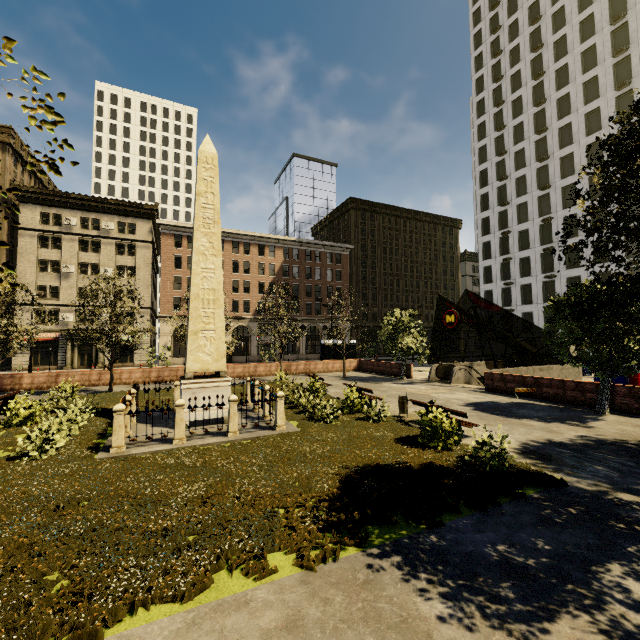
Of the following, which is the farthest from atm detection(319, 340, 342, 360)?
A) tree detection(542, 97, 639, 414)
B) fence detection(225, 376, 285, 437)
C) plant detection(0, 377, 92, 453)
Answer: fence detection(225, 376, 285, 437)

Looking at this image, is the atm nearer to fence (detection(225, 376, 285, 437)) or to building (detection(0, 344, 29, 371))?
fence (detection(225, 376, 285, 437))

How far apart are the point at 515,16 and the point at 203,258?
Result: 65.0m

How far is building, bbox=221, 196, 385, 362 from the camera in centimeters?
4869cm

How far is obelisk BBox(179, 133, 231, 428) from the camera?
12.46m

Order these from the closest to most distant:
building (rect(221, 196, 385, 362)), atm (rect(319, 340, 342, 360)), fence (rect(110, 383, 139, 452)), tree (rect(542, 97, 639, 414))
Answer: tree (rect(542, 97, 639, 414)), fence (rect(110, 383, 139, 452)), atm (rect(319, 340, 342, 360)), building (rect(221, 196, 385, 362))

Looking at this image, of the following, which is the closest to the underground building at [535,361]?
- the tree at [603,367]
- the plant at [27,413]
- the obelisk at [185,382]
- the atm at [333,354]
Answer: the tree at [603,367]

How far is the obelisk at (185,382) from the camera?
12.46m
